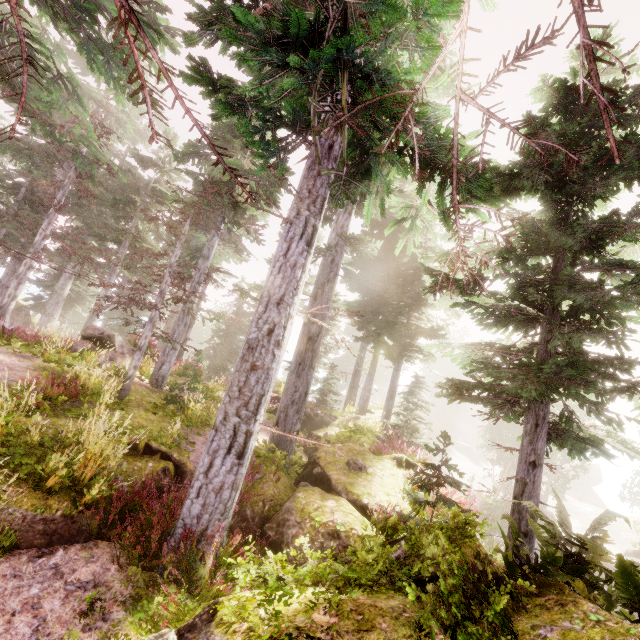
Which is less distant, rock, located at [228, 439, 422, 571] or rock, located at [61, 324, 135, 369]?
rock, located at [228, 439, 422, 571]

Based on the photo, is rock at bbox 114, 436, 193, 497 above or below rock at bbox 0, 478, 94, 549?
above

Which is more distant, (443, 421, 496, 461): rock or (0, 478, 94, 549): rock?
(443, 421, 496, 461): rock

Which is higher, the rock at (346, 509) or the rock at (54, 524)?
the rock at (346, 509)

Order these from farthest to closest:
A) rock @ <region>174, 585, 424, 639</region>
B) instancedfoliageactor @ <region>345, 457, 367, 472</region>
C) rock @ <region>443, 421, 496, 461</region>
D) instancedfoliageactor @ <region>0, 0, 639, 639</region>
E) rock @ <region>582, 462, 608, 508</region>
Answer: rock @ <region>582, 462, 608, 508</region> → rock @ <region>443, 421, 496, 461</region> → instancedfoliageactor @ <region>345, 457, 367, 472</region> → instancedfoliageactor @ <region>0, 0, 639, 639</region> → rock @ <region>174, 585, 424, 639</region>

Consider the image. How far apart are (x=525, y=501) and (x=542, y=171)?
7.2 meters

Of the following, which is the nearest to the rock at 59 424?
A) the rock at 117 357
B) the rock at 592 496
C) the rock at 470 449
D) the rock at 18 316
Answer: the rock at 117 357

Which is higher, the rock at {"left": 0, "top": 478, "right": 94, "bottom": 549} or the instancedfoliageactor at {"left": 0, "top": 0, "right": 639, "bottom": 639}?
the instancedfoliageactor at {"left": 0, "top": 0, "right": 639, "bottom": 639}
